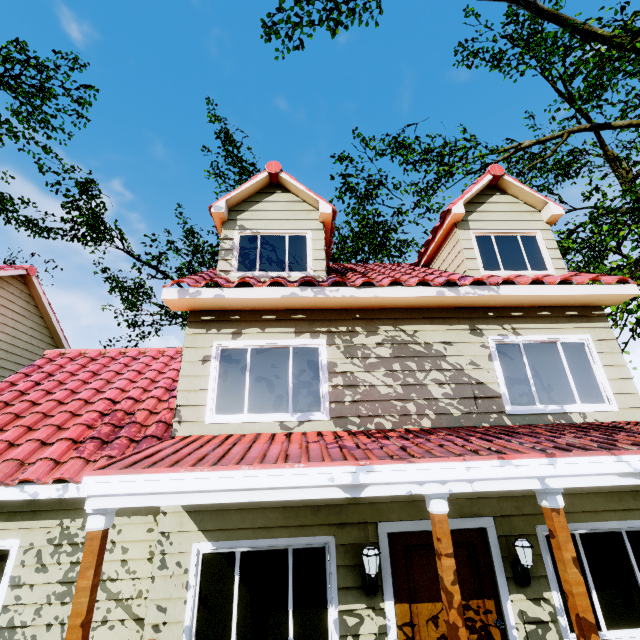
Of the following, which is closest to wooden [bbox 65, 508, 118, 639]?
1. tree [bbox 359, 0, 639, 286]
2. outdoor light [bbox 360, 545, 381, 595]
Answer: outdoor light [bbox 360, 545, 381, 595]

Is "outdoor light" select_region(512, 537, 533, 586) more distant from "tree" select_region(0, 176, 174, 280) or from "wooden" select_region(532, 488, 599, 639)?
"tree" select_region(0, 176, 174, 280)

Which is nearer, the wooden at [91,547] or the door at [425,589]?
the wooden at [91,547]

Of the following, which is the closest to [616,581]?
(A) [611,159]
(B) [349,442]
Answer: (B) [349,442]

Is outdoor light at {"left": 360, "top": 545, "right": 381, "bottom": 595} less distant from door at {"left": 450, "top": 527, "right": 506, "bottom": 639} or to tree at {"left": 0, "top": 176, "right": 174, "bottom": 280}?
door at {"left": 450, "top": 527, "right": 506, "bottom": 639}

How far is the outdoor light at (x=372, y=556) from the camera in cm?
424

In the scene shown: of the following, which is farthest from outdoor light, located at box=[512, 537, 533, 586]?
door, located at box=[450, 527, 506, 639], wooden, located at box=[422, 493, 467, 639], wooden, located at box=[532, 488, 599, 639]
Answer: wooden, located at box=[422, 493, 467, 639]

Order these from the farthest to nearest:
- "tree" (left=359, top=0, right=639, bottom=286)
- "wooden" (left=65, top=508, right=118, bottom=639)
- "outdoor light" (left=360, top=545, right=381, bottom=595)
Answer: "tree" (left=359, top=0, right=639, bottom=286) < "outdoor light" (left=360, top=545, right=381, bottom=595) < "wooden" (left=65, top=508, right=118, bottom=639)
